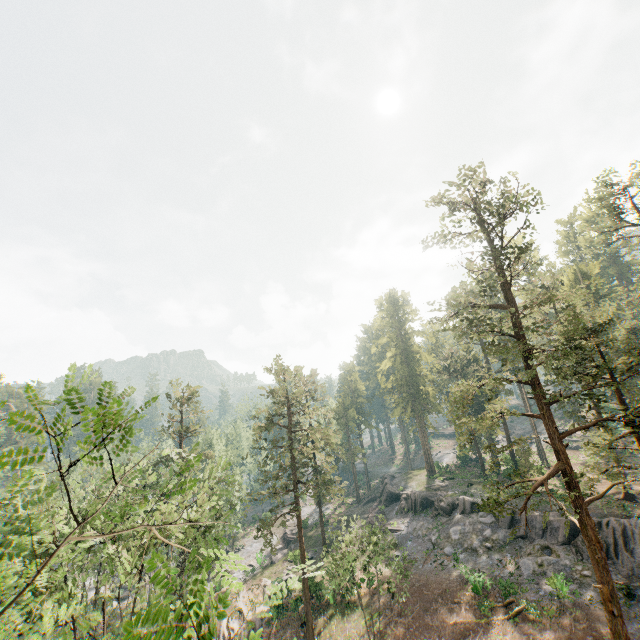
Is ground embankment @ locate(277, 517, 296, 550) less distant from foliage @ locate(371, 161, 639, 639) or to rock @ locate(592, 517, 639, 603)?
foliage @ locate(371, 161, 639, 639)

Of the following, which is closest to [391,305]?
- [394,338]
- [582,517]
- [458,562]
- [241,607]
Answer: [394,338]

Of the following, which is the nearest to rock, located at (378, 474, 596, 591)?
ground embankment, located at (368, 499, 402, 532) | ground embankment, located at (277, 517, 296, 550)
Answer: ground embankment, located at (368, 499, 402, 532)

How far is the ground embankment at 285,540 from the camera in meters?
49.8

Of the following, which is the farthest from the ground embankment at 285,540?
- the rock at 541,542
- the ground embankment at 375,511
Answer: the rock at 541,542

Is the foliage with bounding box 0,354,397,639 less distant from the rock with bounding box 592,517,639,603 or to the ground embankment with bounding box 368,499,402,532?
the rock with bounding box 592,517,639,603

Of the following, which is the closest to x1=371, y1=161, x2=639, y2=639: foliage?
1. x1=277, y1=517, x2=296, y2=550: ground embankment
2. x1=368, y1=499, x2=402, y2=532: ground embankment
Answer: x1=277, y1=517, x2=296, y2=550: ground embankment
